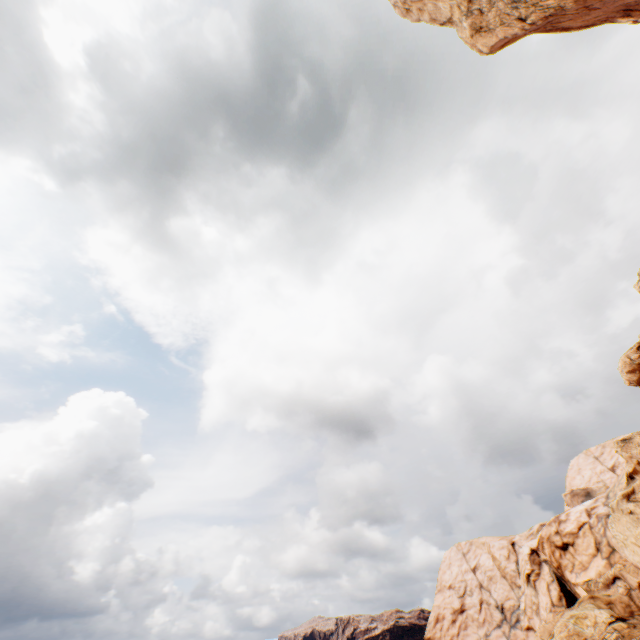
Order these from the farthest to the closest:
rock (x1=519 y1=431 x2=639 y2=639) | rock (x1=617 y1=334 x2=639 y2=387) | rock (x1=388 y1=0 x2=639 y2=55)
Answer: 1. rock (x1=519 y1=431 x2=639 y2=639)
2. rock (x1=617 y1=334 x2=639 y2=387)
3. rock (x1=388 y1=0 x2=639 y2=55)

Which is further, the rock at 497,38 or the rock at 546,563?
the rock at 546,563

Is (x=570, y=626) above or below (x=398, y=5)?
below

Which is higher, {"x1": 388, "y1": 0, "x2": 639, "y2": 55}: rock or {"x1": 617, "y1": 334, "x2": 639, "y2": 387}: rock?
{"x1": 388, "y1": 0, "x2": 639, "y2": 55}: rock

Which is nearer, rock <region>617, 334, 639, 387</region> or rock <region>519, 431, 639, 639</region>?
rock <region>617, 334, 639, 387</region>

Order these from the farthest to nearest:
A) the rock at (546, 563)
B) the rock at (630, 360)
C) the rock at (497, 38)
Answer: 1. the rock at (546, 563)
2. the rock at (630, 360)
3. the rock at (497, 38)
